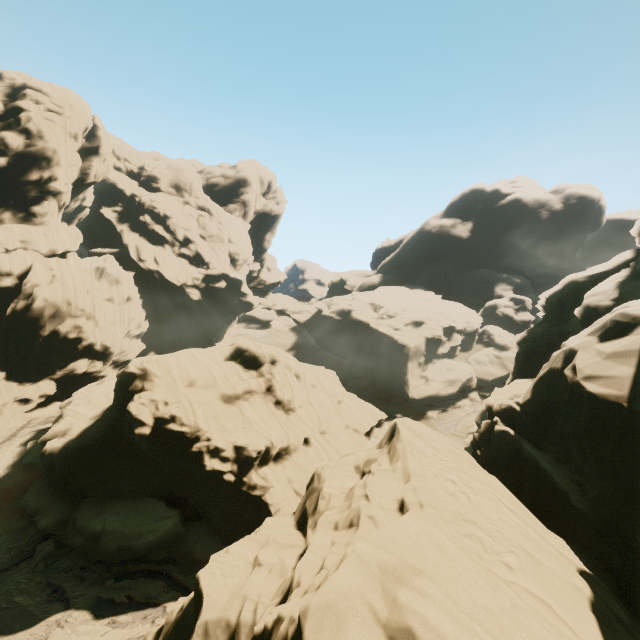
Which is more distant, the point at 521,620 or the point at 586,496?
the point at 586,496

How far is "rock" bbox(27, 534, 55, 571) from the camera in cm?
1814

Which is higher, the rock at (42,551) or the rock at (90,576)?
the rock at (42,551)

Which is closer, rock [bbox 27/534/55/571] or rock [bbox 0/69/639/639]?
rock [bbox 0/69/639/639]
